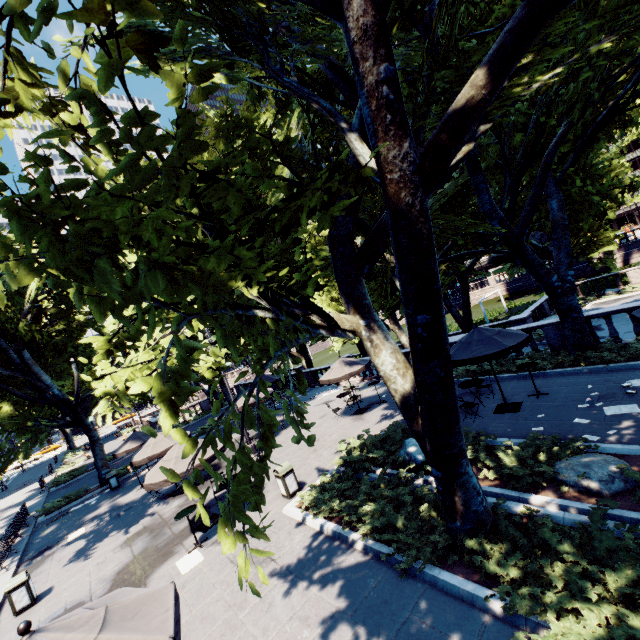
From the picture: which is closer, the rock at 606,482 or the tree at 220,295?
the tree at 220,295

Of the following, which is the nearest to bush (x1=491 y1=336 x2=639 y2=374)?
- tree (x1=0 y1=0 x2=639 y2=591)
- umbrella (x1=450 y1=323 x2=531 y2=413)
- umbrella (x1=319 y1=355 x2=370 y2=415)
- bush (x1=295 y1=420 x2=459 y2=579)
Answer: tree (x1=0 y1=0 x2=639 y2=591)

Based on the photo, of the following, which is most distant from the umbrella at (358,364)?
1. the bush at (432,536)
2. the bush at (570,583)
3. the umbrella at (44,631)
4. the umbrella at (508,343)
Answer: the umbrella at (44,631)

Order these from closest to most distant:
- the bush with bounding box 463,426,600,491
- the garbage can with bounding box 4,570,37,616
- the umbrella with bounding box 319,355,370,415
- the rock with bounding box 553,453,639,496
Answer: the rock with bounding box 553,453,639,496, the bush with bounding box 463,426,600,491, the garbage can with bounding box 4,570,37,616, the umbrella with bounding box 319,355,370,415

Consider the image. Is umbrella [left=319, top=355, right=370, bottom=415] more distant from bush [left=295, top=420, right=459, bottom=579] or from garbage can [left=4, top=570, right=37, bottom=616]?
garbage can [left=4, top=570, right=37, bottom=616]

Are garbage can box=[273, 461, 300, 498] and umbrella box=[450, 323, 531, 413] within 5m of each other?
no

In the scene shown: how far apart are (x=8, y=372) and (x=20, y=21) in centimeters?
2413cm

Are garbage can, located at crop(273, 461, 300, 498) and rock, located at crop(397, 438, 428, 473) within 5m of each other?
yes
